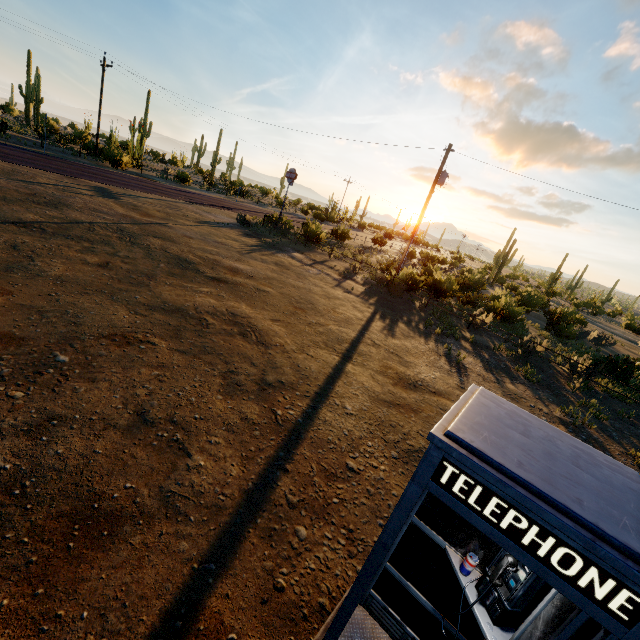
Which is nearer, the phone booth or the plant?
the phone booth

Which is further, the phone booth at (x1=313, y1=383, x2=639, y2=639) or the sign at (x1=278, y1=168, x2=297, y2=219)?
the sign at (x1=278, y1=168, x2=297, y2=219)

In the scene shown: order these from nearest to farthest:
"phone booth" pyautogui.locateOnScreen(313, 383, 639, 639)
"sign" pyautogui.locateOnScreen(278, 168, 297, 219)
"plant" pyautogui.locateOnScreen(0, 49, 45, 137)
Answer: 1. "phone booth" pyautogui.locateOnScreen(313, 383, 639, 639)
2. "sign" pyautogui.locateOnScreen(278, 168, 297, 219)
3. "plant" pyautogui.locateOnScreen(0, 49, 45, 137)

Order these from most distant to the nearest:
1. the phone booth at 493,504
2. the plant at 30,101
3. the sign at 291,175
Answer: the plant at 30,101, the sign at 291,175, the phone booth at 493,504

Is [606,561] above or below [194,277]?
above

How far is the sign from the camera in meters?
24.7 m

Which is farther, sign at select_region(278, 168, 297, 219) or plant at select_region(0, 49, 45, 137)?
plant at select_region(0, 49, 45, 137)

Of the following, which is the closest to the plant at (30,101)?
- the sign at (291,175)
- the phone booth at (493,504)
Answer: the sign at (291,175)
